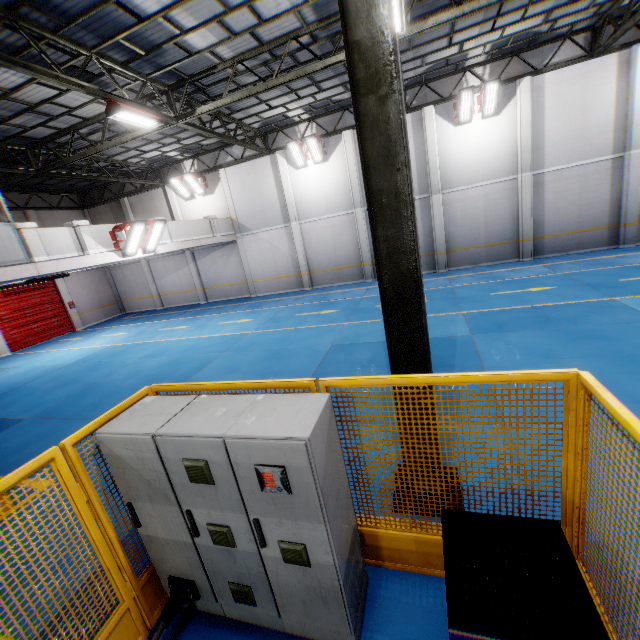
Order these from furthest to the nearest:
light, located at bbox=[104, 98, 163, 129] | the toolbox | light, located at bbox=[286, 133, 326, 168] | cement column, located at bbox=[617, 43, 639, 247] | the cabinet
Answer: light, located at bbox=[286, 133, 326, 168] < cement column, located at bbox=[617, 43, 639, 247] < light, located at bbox=[104, 98, 163, 129] < the cabinet < the toolbox

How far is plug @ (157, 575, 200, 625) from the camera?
3.0 meters

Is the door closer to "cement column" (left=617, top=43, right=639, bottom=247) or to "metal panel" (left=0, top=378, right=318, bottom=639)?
"metal panel" (left=0, top=378, right=318, bottom=639)

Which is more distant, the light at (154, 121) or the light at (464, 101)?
the light at (464, 101)

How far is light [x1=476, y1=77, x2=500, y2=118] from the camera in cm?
1355

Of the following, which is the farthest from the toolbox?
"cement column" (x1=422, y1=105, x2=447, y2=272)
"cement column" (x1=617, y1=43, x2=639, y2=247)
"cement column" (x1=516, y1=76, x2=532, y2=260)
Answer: "cement column" (x1=617, y1=43, x2=639, y2=247)

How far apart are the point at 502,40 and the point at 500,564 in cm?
1764

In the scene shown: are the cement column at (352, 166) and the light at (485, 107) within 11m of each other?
yes
